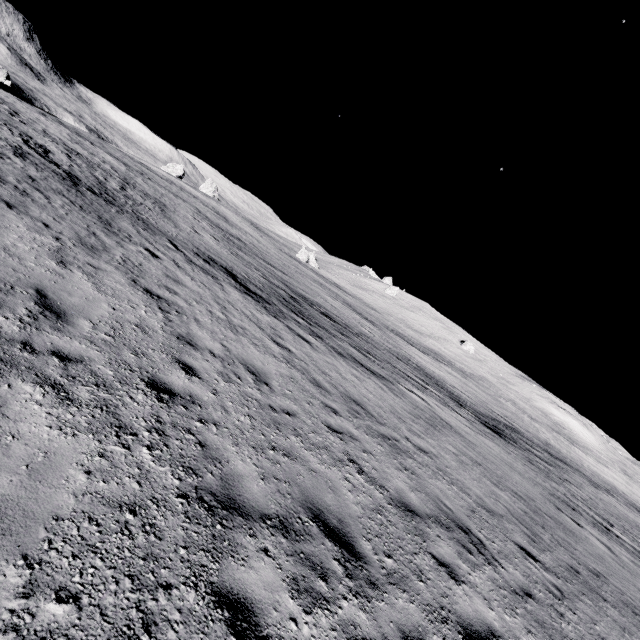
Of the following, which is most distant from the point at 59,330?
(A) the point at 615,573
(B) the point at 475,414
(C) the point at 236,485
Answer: (B) the point at 475,414
